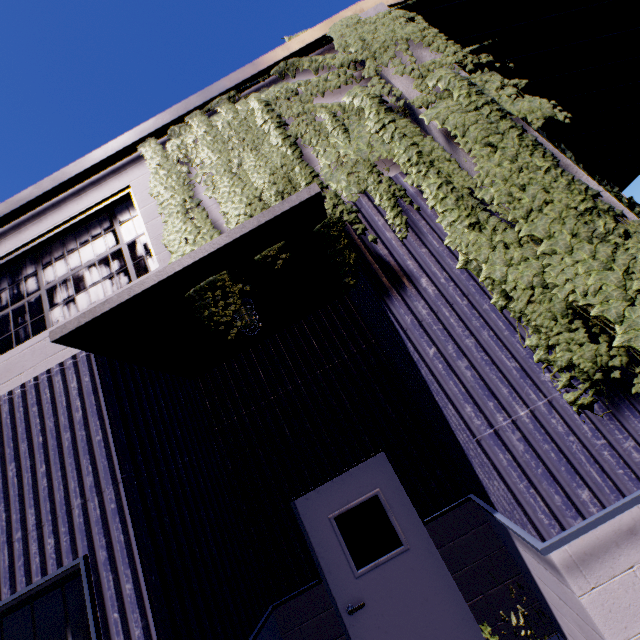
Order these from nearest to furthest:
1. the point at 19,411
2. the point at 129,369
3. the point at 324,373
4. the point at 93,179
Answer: the point at 19,411, the point at 129,369, the point at 93,179, the point at 324,373

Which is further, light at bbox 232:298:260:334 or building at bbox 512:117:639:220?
light at bbox 232:298:260:334

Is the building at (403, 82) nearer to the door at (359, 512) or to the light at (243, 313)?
the door at (359, 512)

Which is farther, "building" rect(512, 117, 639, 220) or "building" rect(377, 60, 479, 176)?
"building" rect(377, 60, 479, 176)

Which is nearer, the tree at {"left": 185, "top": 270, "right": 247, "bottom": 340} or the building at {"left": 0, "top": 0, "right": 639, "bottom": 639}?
the building at {"left": 0, "top": 0, "right": 639, "bottom": 639}

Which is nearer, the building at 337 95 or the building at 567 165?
the building at 567 165

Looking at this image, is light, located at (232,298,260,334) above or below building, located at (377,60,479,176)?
below

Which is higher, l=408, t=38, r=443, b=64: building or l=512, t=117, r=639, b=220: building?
l=408, t=38, r=443, b=64: building
